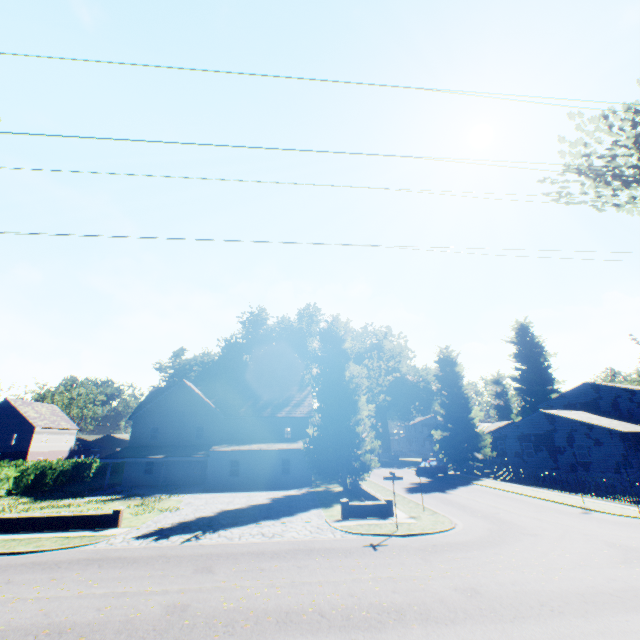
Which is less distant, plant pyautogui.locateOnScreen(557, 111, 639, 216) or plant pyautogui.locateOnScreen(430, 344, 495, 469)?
plant pyautogui.locateOnScreen(557, 111, 639, 216)

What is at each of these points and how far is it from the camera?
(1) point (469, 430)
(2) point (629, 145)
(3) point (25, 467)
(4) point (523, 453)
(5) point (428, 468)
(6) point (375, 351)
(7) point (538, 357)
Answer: (1) plant, 38.1m
(2) plant, 9.6m
(3) hedge, 31.0m
(4) house, 34.3m
(5) car, 37.3m
(6) plant, 46.5m
(7) plant, 59.9m

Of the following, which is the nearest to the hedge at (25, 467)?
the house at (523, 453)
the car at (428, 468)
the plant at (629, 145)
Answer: the plant at (629, 145)

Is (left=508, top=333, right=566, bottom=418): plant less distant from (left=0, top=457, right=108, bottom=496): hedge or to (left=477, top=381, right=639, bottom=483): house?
(left=477, top=381, right=639, bottom=483): house

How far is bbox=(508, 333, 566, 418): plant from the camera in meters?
56.0 m

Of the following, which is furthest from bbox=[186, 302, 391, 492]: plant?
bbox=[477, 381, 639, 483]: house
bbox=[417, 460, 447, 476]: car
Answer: bbox=[417, 460, 447, 476]: car

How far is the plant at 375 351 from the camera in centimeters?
Result: 2723cm
